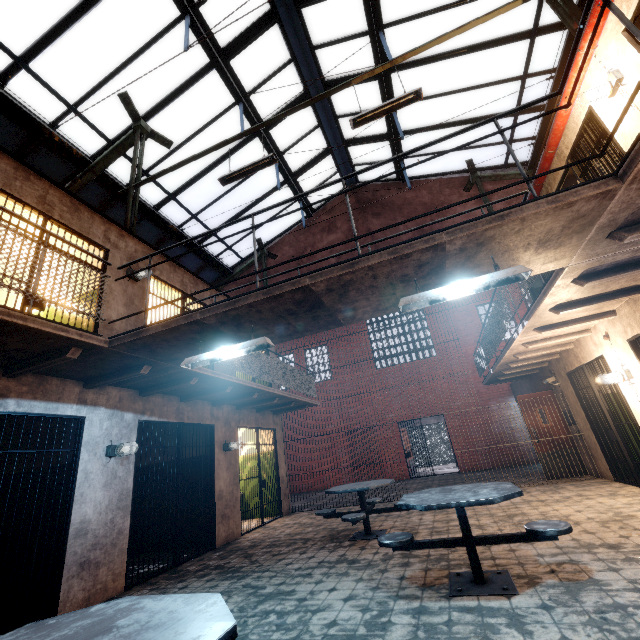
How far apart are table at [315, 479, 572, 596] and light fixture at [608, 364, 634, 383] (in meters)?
3.55

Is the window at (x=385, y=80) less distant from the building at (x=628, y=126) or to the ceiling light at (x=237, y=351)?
the building at (x=628, y=126)

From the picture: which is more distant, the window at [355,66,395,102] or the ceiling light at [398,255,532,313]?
the window at [355,66,395,102]

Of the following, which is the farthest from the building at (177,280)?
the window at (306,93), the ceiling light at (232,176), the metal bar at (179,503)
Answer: the window at (306,93)

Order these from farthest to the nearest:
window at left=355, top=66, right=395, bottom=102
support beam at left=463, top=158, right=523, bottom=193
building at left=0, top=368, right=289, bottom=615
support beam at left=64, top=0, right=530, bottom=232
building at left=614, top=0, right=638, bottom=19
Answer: support beam at left=463, top=158, right=523, bottom=193
window at left=355, top=66, right=395, bottom=102
support beam at left=64, top=0, right=530, bottom=232
building at left=0, top=368, right=289, bottom=615
building at left=614, top=0, right=638, bottom=19

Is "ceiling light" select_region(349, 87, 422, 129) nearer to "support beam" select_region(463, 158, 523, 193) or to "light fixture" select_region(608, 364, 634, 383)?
"support beam" select_region(463, 158, 523, 193)

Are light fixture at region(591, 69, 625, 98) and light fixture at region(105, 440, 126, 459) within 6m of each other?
no

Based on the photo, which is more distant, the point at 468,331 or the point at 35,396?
the point at 468,331
